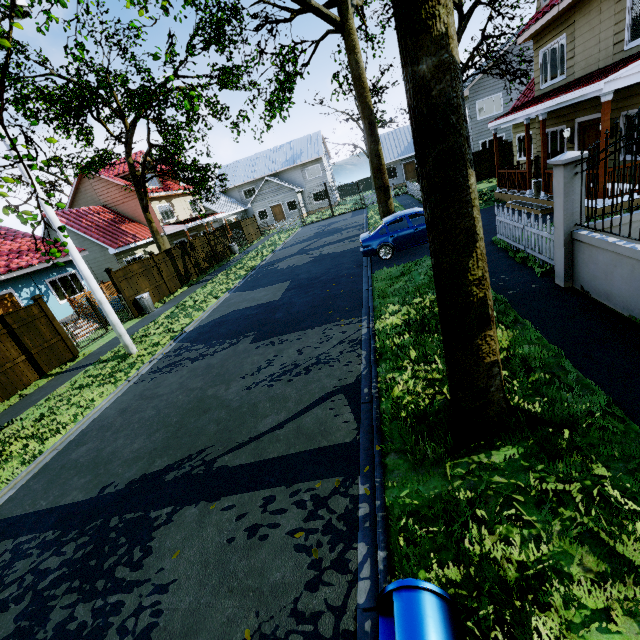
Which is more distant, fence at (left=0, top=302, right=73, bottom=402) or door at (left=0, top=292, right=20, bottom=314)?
door at (left=0, top=292, right=20, bottom=314)

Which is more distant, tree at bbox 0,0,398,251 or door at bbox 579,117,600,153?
tree at bbox 0,0,398,251

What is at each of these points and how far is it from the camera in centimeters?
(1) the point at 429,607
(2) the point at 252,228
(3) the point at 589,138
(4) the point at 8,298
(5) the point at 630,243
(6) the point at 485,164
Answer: (1) mailbox, 153cm
(2) fence, 3341cm
(3) door, 1167cm
(4) door, 1499cm
(5) fence, 486cm
(6) fence, 2353cm

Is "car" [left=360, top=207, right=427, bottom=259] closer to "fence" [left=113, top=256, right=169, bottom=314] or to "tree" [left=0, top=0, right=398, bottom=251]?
"fence" [left=113, top=256, right=169, bottom=314]

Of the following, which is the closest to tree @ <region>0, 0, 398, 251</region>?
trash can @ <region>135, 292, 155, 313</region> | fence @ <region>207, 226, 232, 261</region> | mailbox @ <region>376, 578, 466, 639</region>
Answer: mailbox @ <region>376, 578, 466, 639</region>

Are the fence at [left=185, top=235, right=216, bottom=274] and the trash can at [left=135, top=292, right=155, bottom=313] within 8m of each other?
yes

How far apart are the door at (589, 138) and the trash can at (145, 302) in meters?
19.5

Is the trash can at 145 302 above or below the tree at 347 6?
below
